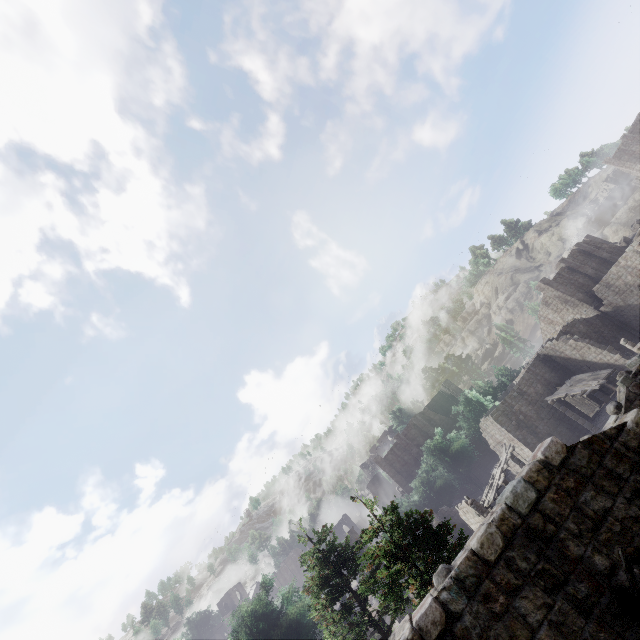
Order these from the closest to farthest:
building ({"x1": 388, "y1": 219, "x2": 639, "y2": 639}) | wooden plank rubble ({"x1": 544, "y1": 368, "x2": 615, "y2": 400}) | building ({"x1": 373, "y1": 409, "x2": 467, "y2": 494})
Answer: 1. building ({"x1": 388, "y1": 219, "x2": 639, "y2": 639})
2. wooden plank rubble ({"x1": 544, "y1": 368, "x2": 615, "y2": 400})
3. building ({"x1": 373, "y1": 409, "x2": 467, "y2": 494})

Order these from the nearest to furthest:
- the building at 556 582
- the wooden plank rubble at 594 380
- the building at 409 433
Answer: the building at 556 582
the wooden plank rubble at 594 380
the building at 409 433

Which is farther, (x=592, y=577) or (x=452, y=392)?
(x=452, y=392)

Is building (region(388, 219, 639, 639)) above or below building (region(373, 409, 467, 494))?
below

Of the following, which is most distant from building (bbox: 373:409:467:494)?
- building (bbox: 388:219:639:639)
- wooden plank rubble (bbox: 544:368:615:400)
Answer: wooden plank rubble (bbox: 544:368:615:400)

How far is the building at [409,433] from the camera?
50.8m

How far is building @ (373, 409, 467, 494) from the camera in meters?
50.8
